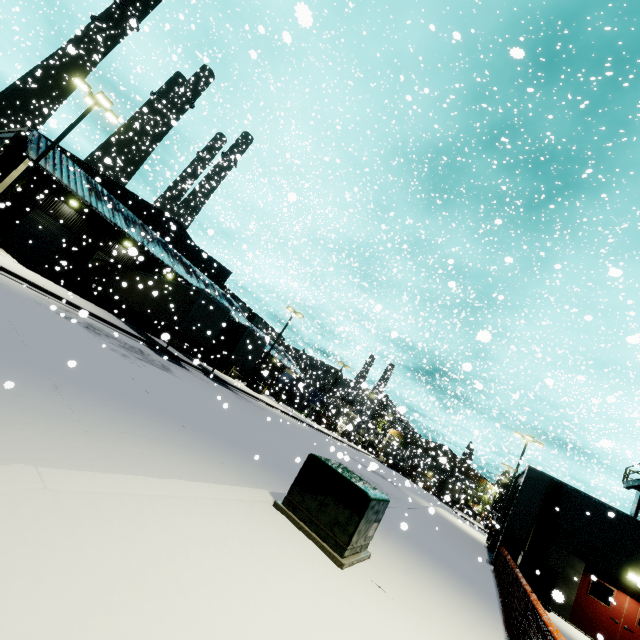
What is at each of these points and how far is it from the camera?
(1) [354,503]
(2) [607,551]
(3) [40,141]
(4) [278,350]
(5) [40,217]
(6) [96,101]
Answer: (1) electrical box, 5.1 meters
(2) building, 13.7 meters
(3) building, 21.9 meters
(4) building, 57.2 meters
(5) roll-up door, 24.5 meters
(6) light, 17.6 meters

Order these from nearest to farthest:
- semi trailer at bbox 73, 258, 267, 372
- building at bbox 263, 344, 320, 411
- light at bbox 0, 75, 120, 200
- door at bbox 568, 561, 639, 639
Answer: door at bbox 568, 561, 639, 639, light at bbox 0, 75, 120, 200, semi trailer at bbox 73, 258, 267, 372, building at bbox 263, 344, 320, 411

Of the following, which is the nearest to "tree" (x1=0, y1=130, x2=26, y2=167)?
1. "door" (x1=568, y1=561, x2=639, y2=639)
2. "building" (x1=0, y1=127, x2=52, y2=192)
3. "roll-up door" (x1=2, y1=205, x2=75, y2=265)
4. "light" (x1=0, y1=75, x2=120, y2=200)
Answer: "building" (x1=0, y1=127, x2=52, y2=192)

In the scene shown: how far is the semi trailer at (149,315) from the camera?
19.3m

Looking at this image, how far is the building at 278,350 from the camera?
28.0 meters

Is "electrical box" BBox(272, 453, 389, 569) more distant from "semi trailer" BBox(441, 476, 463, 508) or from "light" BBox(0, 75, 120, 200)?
"light" BBox(0, 75, 120, 200)

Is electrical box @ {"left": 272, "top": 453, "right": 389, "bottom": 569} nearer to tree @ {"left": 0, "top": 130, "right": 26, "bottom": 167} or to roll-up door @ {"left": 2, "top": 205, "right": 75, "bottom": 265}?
roll-up door @ {"left": 2, "top": 205, "right": 75, "bottom": 265}

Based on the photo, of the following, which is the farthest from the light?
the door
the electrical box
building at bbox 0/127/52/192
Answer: the door
